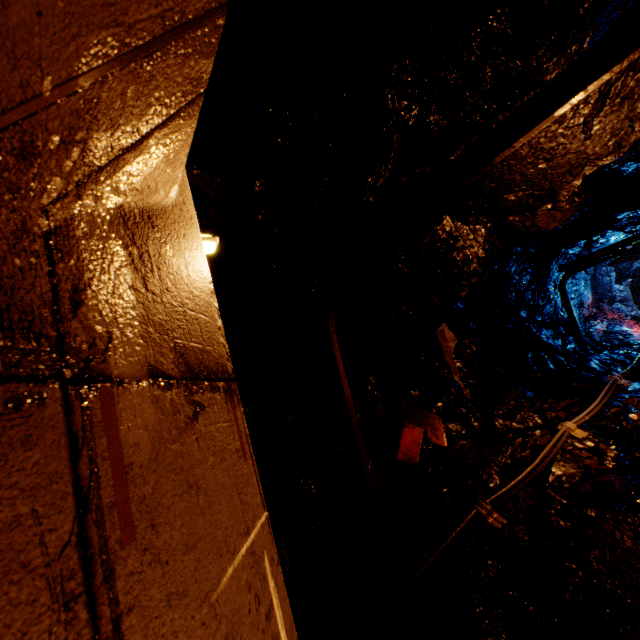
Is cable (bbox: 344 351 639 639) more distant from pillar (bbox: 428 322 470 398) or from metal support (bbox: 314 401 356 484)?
pillar (bbox: 428 322 470 398)

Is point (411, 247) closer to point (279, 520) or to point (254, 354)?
point (254, 354)

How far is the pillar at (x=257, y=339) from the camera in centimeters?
471cm

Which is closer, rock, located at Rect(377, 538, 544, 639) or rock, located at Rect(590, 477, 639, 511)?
rock, located at Rect(377, 538, 544, 639)

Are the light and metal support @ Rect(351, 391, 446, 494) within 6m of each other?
yes

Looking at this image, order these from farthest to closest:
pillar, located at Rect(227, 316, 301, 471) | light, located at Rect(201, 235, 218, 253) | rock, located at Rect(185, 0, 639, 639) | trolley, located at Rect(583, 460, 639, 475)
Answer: pillar, located at Rect(227, 316, 301, 471), trolley, located at Rect(583, 460, 639, 475), rock, located at Rect(185, 0, 639, 639), light, located at Rect(201, 235, 218, 253)

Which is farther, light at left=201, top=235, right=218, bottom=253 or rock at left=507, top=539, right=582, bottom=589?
rock at left=507, top=539, right=582, bottom=589

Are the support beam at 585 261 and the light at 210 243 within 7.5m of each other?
no
